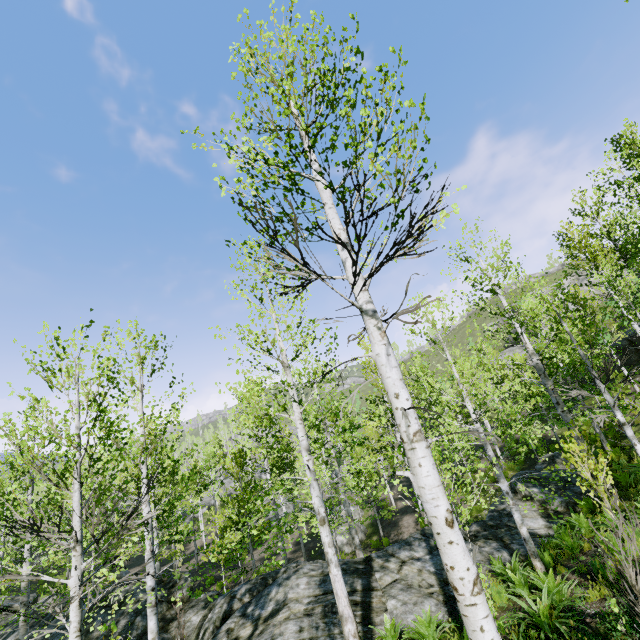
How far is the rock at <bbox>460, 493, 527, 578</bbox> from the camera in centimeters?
992cm

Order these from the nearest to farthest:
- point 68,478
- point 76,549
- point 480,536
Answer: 1. point 76,549
2. point 68,478
3. point 480,536

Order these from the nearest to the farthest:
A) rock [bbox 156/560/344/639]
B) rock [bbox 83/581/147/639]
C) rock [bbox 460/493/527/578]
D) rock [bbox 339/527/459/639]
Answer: rock [bbox 339/527/459/639] → rock [bbox 156/560/344/639] → rock [bbox 460/493/527/578] → rock [bbox 83/581/147/639]

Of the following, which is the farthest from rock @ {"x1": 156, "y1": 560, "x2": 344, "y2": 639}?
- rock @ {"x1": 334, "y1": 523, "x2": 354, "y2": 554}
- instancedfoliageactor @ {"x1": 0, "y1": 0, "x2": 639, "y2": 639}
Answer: rock @ {"x1": 334, "y1": 523, "x2": 354, "y2": 554}

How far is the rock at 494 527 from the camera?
9.92m

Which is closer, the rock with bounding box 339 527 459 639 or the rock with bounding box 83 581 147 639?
the rock with bounding box 339 527 459 639
